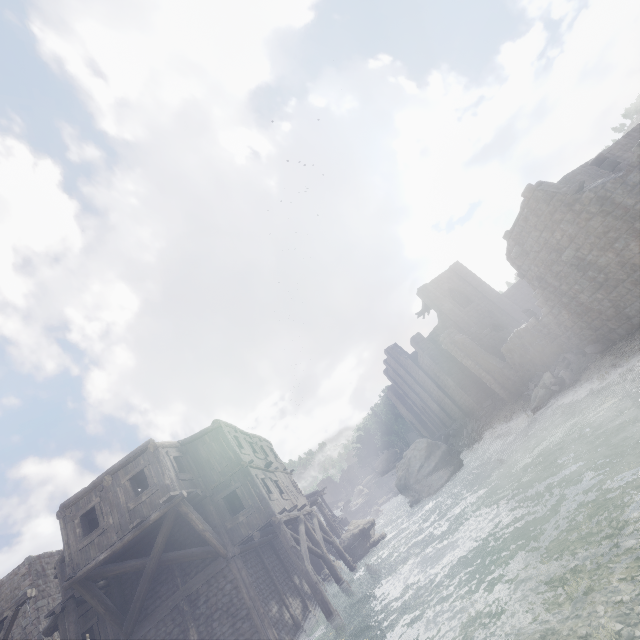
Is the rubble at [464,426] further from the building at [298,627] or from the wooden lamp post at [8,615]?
the wooden lamp post at [8,615]

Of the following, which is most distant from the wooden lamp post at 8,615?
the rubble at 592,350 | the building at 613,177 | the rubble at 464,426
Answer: the rubble at 464,426

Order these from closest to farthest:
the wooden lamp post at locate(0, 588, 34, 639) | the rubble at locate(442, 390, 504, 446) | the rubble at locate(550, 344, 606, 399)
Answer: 1. the wooden lamp post at locate(0, 588, 34, 639)
2. the rubble at locate(550, 344, 606, 399)
3. the rubble at locate(442, 390, 504, 446)

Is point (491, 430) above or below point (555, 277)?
below

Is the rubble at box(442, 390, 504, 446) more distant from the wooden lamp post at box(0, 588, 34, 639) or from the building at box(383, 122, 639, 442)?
the wooden lamp post at box(0, 588, 34, 639)

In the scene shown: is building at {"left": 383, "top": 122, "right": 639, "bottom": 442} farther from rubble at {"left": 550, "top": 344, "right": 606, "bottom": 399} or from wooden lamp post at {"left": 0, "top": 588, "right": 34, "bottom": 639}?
wooden lamp post at {"left": 0, "top": 588, "right": 34, "bottom": 639}

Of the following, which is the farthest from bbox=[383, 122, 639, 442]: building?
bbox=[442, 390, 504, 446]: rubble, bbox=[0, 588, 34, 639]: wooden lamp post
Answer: bbox=[0, 588, 34, 639]: wooden lamp post
